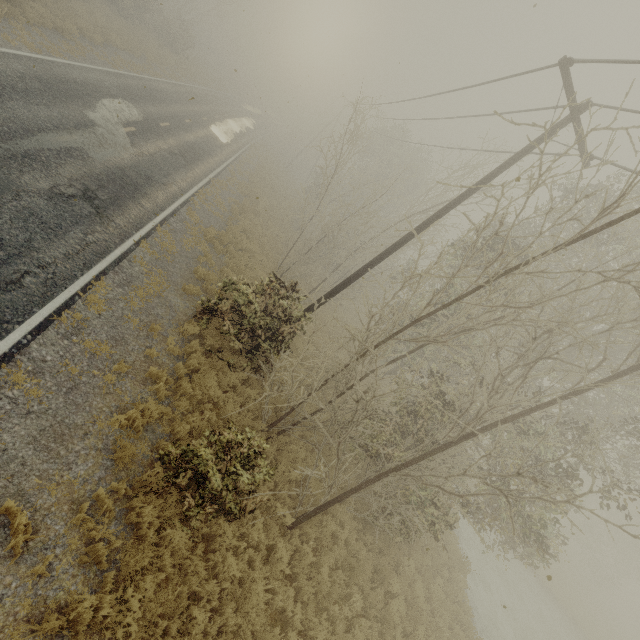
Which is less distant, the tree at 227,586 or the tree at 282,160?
the tree at 227,586

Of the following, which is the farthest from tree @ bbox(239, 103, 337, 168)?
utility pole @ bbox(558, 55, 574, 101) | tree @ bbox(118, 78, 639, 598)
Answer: utility pole @ bbox(558, 55, 574, 101)

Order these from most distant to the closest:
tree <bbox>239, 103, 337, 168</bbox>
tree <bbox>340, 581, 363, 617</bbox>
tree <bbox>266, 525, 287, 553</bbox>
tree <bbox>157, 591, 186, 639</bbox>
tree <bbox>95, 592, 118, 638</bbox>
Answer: tree <bbox>239, 103, 337, 168</bbox> < tree <bbox>340, 581, 363, 617</bbox> < tree <bbox>266, 525, 287, 553</bbox> < tree <bbox>157, 591, 186, 639</bbox> < tree <bbox>95, 592, 118, 638</bbox>

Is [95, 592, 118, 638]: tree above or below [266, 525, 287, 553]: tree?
below

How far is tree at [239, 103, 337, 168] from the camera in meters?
36.0

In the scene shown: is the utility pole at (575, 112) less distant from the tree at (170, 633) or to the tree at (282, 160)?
the tree at (170, 633)

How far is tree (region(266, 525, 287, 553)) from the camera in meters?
7.8 m

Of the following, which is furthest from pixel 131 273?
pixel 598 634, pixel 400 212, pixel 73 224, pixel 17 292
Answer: pixel 598 634
